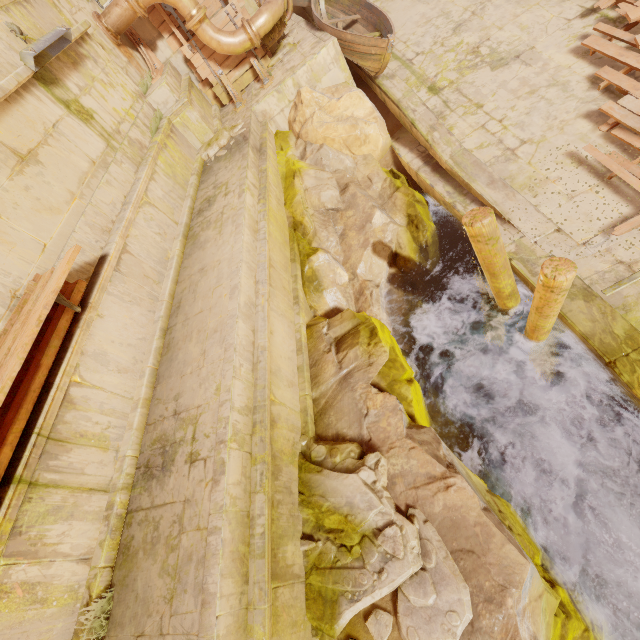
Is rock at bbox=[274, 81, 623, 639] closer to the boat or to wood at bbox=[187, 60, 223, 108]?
the boat

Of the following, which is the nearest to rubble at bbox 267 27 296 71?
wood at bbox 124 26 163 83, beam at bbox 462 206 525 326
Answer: wood at bbox 124 26 163 83

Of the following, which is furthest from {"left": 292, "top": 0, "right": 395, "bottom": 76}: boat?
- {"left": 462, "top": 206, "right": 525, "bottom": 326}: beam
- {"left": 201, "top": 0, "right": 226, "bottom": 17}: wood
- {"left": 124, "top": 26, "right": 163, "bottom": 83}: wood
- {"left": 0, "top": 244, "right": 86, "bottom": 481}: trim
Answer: {"left": 0, "top": 244, "right": 86, "bottom": 481}: trim

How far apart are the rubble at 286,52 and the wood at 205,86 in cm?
175

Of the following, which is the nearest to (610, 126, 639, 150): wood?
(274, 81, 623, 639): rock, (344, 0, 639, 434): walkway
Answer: (344, 0, 639, 434): walkway

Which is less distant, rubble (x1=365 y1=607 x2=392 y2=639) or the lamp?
rubble (x1=365 y1=607 x2=392 y2=639)

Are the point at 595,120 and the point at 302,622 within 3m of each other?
no

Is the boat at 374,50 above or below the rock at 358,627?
above
